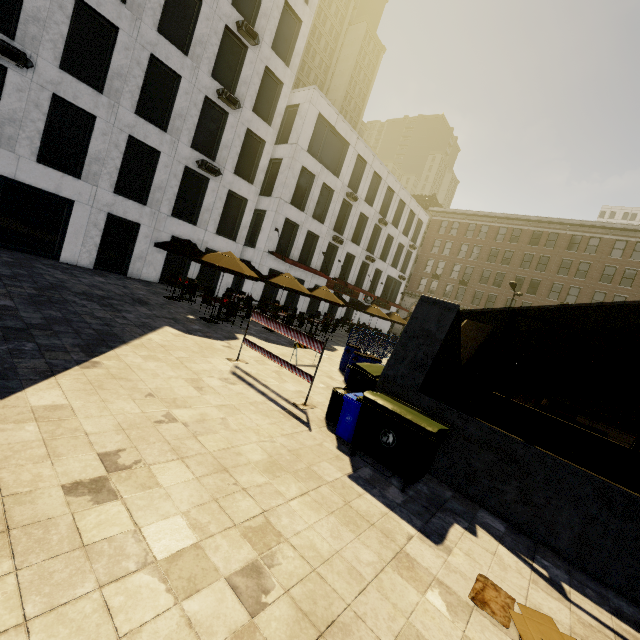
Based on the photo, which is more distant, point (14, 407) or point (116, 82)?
point (116, 82)

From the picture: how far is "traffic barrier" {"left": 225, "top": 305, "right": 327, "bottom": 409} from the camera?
7.3m

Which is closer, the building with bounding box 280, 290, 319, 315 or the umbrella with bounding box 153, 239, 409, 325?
the umbrella with bounding box 153, 239, 409, 325

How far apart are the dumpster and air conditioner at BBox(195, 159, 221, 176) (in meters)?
17.26

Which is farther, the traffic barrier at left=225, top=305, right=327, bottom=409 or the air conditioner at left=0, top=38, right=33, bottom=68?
the air conditioner at left=0, top=38, right=33, bottom=68

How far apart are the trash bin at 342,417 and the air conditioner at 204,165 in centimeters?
1688cm

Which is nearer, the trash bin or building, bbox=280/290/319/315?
the trash bin

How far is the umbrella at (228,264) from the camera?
12.0m
